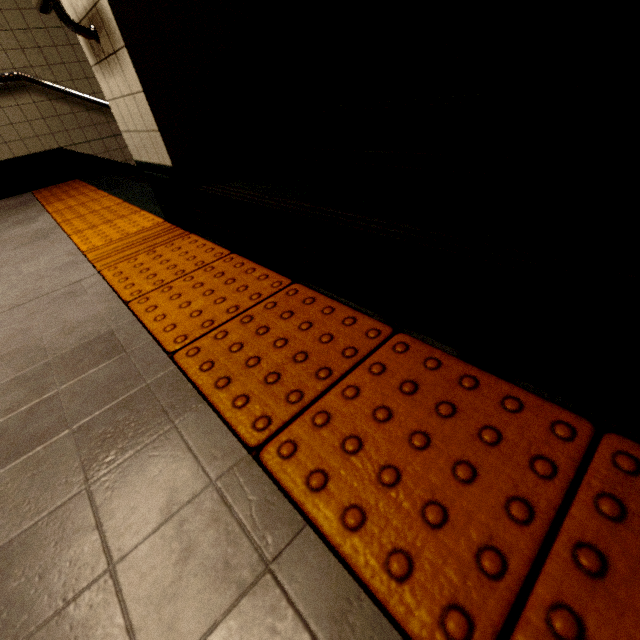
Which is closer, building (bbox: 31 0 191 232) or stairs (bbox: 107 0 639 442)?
stairs (bbox: 107 0 639 442)

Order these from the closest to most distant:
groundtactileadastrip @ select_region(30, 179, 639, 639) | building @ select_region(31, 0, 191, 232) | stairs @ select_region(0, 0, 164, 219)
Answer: groundtactileadastrip @ select_region(30, 179, 639, 639)
building @ select_region(31, 0, 191, 232)
stairs @ select_region(0, 0, 164, 219)

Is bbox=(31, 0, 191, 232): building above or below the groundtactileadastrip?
above

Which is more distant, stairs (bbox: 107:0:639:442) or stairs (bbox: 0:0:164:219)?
stairs (bbox: 0:0:164:219)

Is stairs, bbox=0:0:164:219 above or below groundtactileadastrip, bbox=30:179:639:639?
above

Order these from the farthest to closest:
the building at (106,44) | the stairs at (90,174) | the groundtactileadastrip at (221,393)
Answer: the stairs at (90,174), the building at (106,44), the groundtactileadastrip at (221,393)

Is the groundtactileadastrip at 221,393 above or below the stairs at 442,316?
below

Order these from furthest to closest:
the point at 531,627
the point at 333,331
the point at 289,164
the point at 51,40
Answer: the point at 51,40, the point at 289,164, the point at 333,331, the point at 531,627
